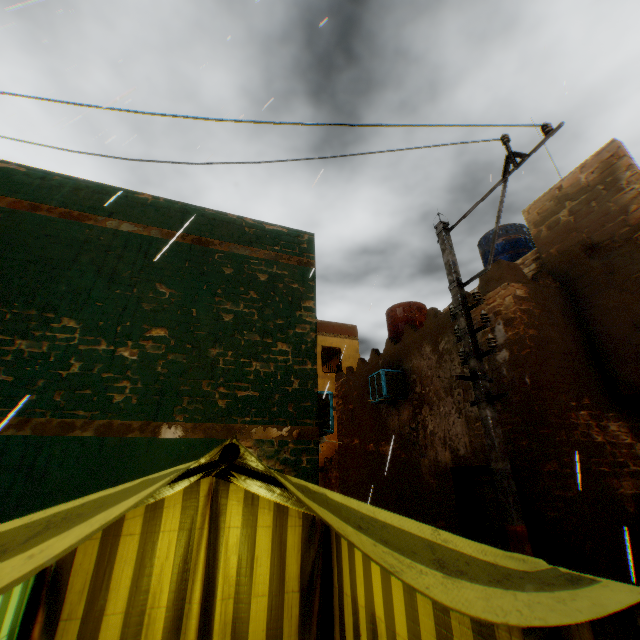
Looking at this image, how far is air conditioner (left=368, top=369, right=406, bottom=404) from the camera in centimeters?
882cm

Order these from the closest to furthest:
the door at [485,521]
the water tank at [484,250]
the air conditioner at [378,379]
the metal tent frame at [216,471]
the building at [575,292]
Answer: the metal tent frame at [216,471], the building at [575,292], the door at [485,521], the air conditioner at [378,379], the water tank at [484,250]

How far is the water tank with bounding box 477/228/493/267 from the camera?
11.0 meters

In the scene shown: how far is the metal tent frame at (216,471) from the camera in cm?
76

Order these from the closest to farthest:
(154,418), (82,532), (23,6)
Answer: (82,532) → (23,6) → (154,418)

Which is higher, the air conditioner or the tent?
the air conditioner

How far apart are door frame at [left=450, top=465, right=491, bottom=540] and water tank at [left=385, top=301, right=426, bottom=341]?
0.9 meters
